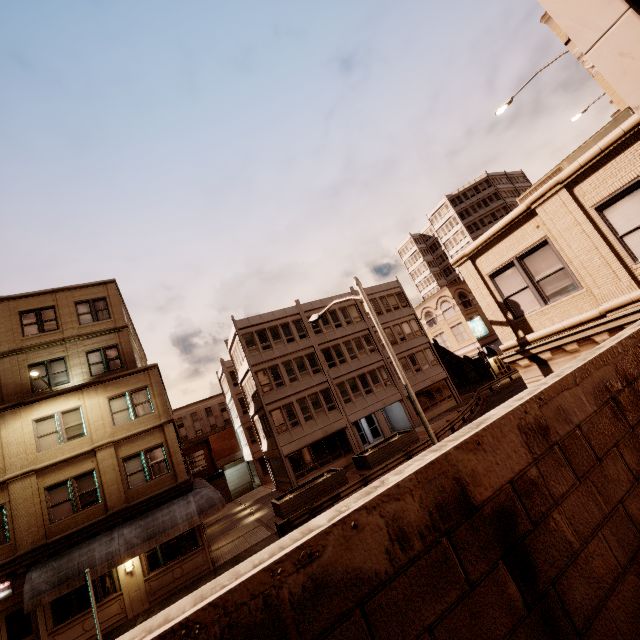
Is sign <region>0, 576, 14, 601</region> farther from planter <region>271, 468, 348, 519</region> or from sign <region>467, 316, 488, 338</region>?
sign <region>467, 316, 488, 338</region>

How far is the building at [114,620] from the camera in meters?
15.1 m

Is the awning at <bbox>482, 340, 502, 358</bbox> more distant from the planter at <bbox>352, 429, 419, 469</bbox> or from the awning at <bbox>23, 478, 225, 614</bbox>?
the awning at <bbox>23, 478, 225, 614</bbox>

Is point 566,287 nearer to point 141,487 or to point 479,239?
point 479,239

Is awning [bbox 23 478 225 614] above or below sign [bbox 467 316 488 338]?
below

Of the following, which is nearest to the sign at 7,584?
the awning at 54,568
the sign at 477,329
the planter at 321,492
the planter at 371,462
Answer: the awning at 54,568

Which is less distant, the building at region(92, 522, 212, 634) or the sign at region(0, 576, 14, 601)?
the sign at region(0, 576, 14, 601)

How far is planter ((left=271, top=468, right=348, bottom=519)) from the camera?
20.47m
